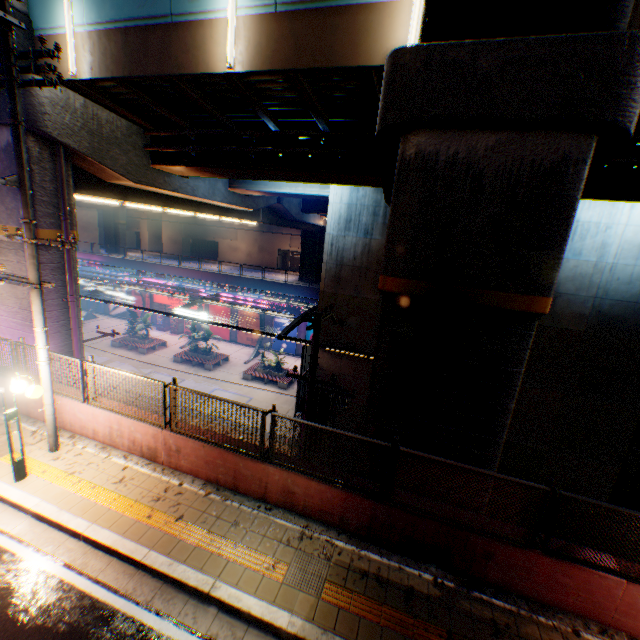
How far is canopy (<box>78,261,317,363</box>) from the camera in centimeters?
1823cm

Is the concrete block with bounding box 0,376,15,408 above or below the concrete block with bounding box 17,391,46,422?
above

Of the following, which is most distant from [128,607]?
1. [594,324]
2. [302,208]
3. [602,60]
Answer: [302,208]

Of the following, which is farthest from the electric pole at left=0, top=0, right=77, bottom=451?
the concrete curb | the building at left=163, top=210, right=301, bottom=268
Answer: the building at left=163, top=210, right=301, bottom=268

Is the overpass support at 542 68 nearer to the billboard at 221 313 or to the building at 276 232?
the billboard at 221 313

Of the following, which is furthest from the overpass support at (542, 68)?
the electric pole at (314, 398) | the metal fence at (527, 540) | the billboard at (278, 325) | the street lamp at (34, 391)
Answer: the billboard at (278, 325)

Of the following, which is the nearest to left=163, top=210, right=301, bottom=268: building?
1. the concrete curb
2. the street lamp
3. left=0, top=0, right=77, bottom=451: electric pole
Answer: the concrete curb

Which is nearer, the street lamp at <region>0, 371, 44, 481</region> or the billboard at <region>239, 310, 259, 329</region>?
the street lamp at <region>0, 371, 44, 481</region>
